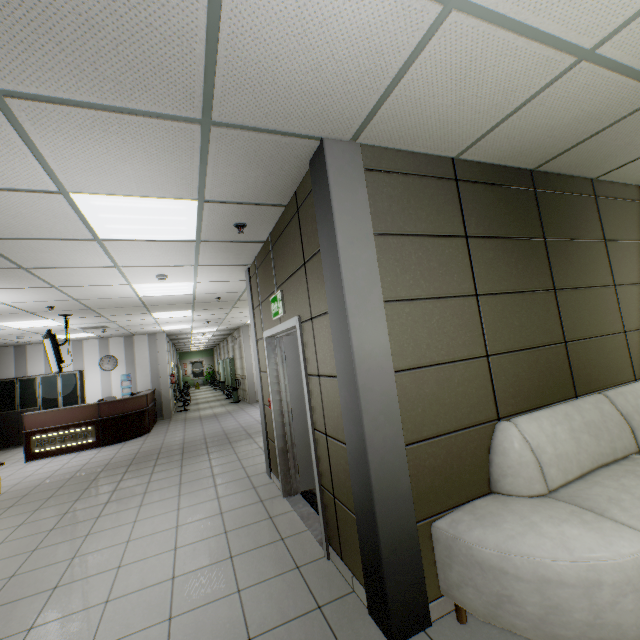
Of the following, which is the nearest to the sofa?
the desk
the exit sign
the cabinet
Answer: the exit sign

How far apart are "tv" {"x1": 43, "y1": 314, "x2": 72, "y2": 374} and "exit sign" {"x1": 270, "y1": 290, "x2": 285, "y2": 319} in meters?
5.0

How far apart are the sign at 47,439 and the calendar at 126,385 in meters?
3.4 m

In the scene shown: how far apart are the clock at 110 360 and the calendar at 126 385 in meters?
0.3

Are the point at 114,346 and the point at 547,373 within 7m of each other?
no

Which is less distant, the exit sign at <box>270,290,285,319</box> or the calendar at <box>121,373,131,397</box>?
the exit sign at <box>270,290,285,319</box>

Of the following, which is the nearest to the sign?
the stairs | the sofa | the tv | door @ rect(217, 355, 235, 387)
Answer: the tv

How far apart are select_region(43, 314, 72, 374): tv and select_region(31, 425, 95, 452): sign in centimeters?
203cm
